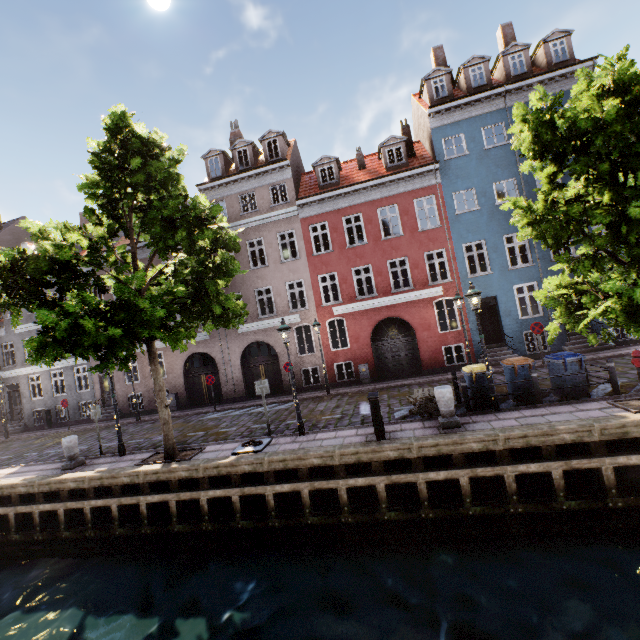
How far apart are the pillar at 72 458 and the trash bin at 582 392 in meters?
16.3 m

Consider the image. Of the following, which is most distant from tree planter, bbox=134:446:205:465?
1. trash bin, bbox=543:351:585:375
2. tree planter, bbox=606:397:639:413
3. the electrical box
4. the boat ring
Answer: tree planter, bbox=606:397:639:413

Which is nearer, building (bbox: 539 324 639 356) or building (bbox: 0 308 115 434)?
building (bbox: 539 324 639 356)

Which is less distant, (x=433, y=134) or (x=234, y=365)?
(x=433, y=134)

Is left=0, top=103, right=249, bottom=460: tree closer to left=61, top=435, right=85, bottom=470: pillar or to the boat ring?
the boat ring

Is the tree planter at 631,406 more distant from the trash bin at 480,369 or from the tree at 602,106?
the trash bin at 480,369

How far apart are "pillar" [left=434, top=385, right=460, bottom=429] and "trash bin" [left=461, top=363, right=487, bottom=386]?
1.40m
